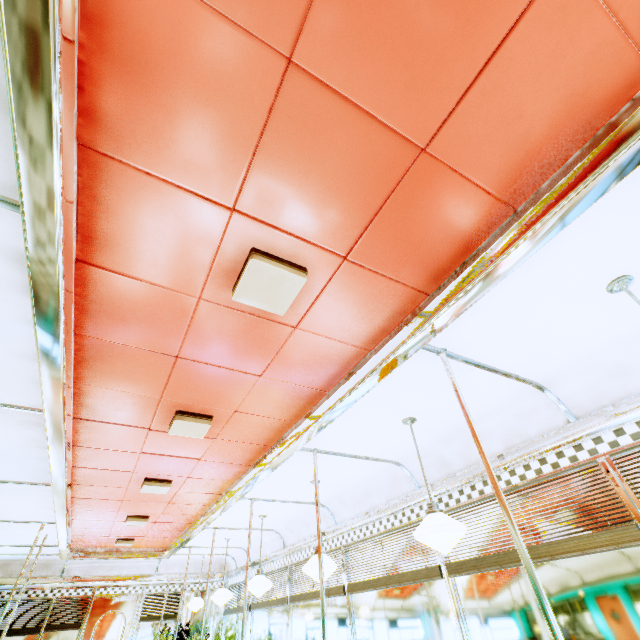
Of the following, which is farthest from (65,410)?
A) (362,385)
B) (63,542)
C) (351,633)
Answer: (63,542)

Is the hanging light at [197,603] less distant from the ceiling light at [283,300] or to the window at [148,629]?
the window at [148,629]

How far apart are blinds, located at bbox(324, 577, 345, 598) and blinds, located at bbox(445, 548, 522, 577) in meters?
2.1

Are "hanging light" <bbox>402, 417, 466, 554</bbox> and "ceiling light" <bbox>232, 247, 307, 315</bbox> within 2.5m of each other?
yes

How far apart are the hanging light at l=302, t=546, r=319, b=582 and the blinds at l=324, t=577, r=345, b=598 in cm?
123

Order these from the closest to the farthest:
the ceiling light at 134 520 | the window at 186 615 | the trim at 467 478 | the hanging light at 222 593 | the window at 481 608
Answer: the window at 481 608, the trim at 467 478, the ceiling light at 134 520, the hanging light at 222 593, the window at 186 615

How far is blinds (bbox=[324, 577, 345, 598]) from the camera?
4.77m

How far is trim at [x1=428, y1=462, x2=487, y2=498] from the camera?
3.36m
